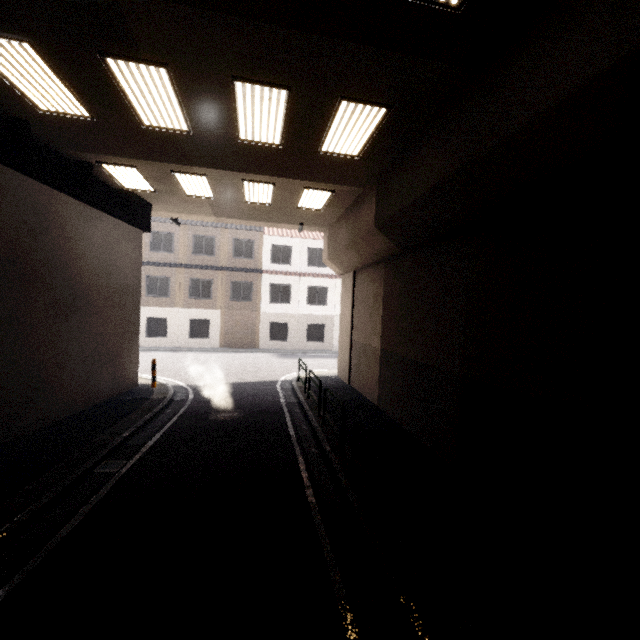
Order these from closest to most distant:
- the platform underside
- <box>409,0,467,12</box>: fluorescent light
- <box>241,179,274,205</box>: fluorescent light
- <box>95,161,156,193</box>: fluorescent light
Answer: <box>409,0,467,12</box>: fluorescent light < the platform underside < <box>95,161,156,193</box>: fluorescent light < <box>241,179,274,205</box>: fluorescent light

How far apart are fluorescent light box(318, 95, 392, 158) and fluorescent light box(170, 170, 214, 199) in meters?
3.6

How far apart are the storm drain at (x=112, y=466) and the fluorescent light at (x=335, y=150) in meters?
8.0 m

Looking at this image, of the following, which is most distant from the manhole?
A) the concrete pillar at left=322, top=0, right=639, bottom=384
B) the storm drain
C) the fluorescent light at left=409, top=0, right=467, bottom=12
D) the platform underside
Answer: the fluorescent light at left=409, top=0, right=467, bottom=12

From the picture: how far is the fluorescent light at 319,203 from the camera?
10.0 meters

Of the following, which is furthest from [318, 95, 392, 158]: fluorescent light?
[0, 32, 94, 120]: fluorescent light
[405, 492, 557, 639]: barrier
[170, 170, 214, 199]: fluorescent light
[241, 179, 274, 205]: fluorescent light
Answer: [405, 492, 557, 639]: barrier

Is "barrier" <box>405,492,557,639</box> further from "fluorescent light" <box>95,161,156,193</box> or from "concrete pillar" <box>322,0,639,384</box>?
"fluorescent light" <box>95,161,156,193</box>

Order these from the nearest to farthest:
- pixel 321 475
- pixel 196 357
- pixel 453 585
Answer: pixel 453 585 < pixel 321 475 < pixel 196 357
